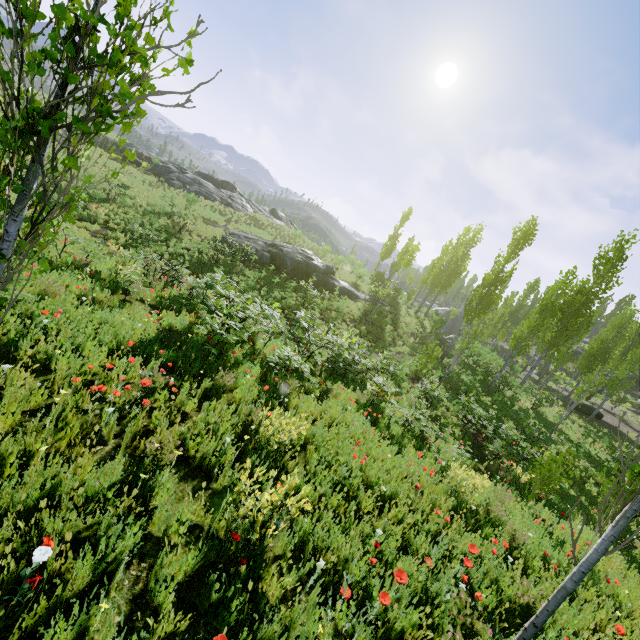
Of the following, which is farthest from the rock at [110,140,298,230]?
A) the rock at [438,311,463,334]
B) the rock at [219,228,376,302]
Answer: the rock at [438,311,463,334]

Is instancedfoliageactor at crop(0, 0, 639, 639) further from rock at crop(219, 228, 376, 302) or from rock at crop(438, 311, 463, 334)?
rock at crop(219, 228, 376, 302)

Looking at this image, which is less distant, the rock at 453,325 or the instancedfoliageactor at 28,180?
the instancedfoliageactor at 28,180

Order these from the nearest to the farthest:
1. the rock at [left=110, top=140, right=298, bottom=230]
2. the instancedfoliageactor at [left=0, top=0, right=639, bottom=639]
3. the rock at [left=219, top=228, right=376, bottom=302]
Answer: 1. the instancedfoliageactor at [left=0, top=0, right=639, bottom=639]
2. the rock at [left=219, top=228, right=376, bottom=302]
3. the rock at [left=110, top=140, right=298, bottom=230]

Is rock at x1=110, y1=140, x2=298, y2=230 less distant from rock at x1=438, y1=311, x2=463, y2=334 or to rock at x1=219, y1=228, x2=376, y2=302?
rock at x1=219, y1=228, x2=376, y2=302

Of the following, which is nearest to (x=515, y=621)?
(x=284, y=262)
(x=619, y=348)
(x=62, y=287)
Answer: (x=62, y=287)

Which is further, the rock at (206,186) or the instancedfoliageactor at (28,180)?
the rock at (206,186)

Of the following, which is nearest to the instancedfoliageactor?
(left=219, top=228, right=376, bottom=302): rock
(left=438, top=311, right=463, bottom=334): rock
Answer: (left=438, top=311, right=463, bottom=334): rock
